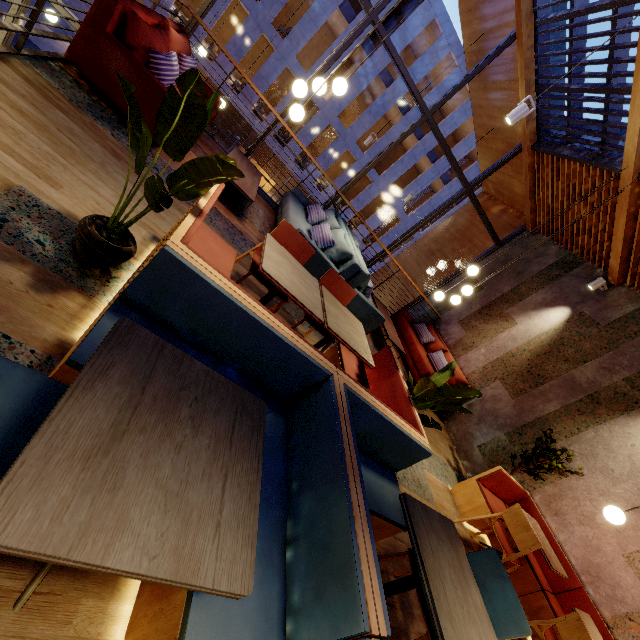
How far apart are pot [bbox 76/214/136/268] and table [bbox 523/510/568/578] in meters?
5.1

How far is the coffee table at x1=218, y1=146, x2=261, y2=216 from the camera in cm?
434

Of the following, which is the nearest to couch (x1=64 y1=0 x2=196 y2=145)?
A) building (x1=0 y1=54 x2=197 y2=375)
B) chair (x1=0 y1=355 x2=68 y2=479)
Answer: building (x1=0 y1=54 x2=197 y2=375)

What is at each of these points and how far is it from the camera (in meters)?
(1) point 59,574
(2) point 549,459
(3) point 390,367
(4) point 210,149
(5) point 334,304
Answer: (1) building, 1.14
(2) tree, 4.88
(3) seat, 3.31
(4) building, 5.29
(5) table, 2.94

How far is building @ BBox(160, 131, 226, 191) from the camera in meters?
3.6

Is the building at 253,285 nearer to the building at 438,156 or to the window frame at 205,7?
the window frame at 205,7

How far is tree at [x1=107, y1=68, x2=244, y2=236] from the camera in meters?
1.5 m

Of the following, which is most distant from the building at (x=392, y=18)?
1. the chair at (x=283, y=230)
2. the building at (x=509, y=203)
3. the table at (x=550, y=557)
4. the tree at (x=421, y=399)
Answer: the table at (x=550, y=557)
